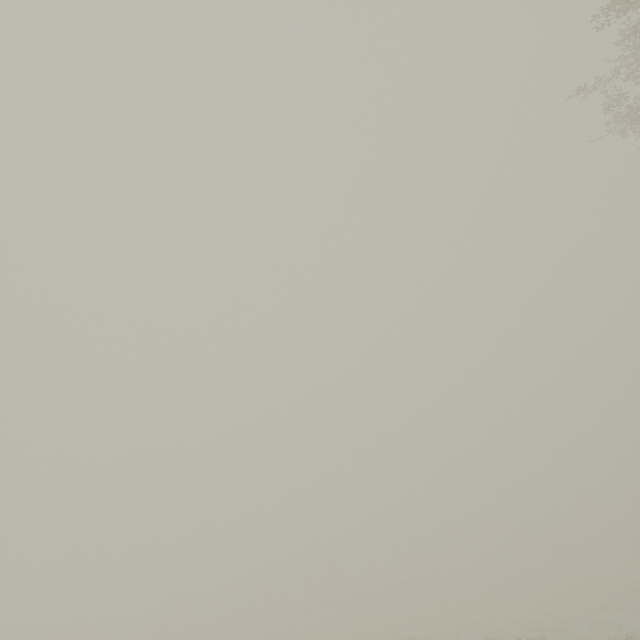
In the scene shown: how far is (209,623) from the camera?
52.1 meters
